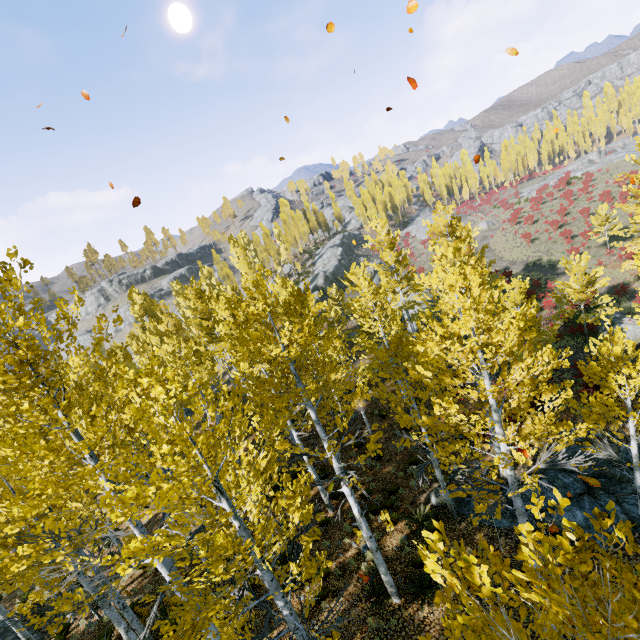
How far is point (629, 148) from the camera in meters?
57.5

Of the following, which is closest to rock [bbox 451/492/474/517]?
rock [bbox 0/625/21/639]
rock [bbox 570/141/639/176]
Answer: rock [bbox 0/625/21/639]

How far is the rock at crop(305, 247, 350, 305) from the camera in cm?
4631

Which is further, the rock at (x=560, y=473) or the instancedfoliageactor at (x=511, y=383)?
the rock at (x=560, y=473)

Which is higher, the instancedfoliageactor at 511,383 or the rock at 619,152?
the instancedfoliageactor at 511,383

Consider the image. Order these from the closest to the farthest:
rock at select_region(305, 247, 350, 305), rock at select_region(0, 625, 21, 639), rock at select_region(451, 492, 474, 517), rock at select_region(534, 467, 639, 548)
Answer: rock at select_region(534, 467, 639, 548)
rock at select_region(451, 492, 474, 517)
rock at select_region(0, 625, 21, 639)
rock at select_region(305, 247, 350, 305)

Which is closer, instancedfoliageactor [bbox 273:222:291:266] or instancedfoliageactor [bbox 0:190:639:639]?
instancedfoliageactor [bbox 0:190:639:639]
